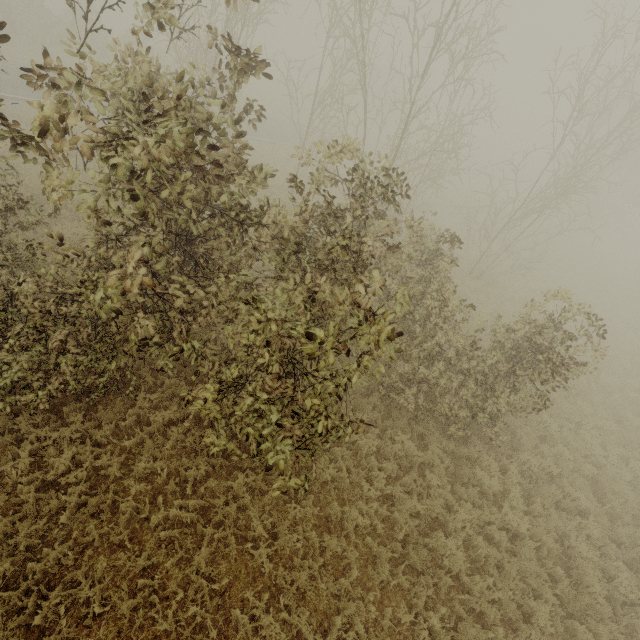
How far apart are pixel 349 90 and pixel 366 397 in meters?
13.1 m
